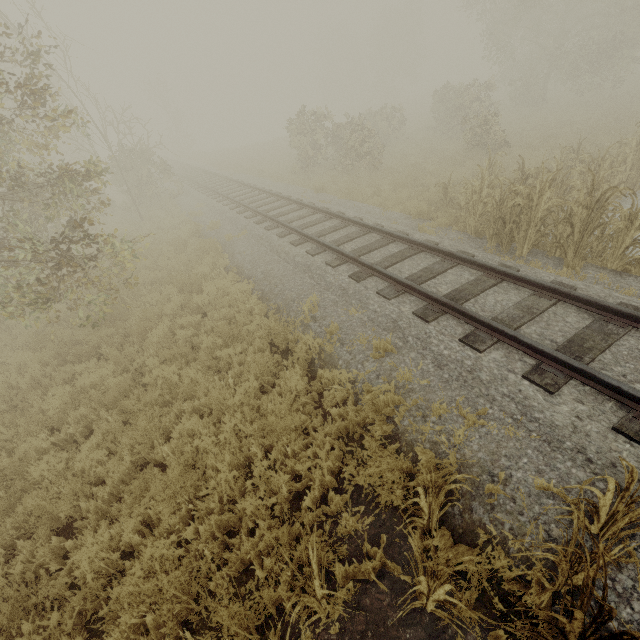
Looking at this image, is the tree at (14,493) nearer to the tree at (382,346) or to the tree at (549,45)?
the tree at (382,346)

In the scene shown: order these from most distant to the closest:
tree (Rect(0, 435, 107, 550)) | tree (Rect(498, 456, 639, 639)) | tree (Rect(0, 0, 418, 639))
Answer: Result: tree (Rect(0, 435, 107, 550)) < tree (Rect(0, 0, 418, 639)) < tree (Rect(498, 456, 639, 639))

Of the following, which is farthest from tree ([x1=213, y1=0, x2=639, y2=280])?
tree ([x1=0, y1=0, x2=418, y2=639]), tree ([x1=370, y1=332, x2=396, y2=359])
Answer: A: tree ([x1=370, y1=332, x2=396, y2=359])

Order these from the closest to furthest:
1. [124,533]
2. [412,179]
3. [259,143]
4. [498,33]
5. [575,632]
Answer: [575,632] < [124,533] < [412,179] < [498,33] < [259,143]

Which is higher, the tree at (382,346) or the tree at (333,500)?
the tree at (382,346)

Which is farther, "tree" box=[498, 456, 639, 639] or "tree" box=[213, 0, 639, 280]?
"tree" box=[213, 0, 639, 280]

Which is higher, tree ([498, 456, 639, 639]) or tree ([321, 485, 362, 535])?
tree ([498, 456, 639, 639])

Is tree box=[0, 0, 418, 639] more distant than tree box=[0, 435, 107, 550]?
No
